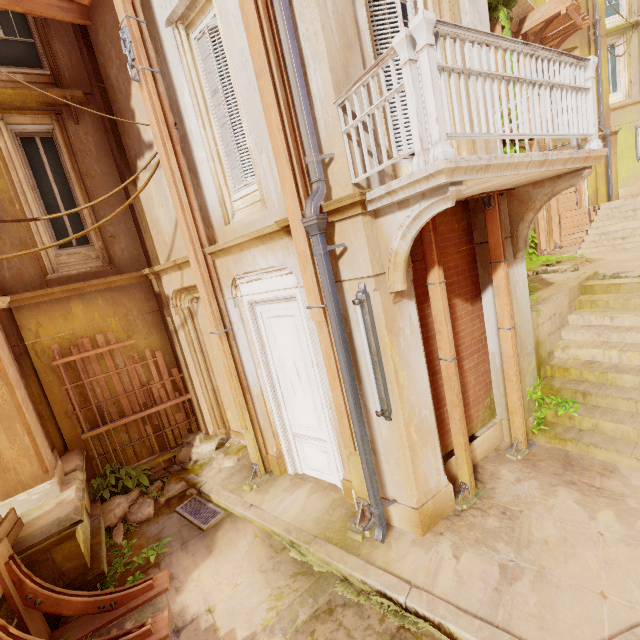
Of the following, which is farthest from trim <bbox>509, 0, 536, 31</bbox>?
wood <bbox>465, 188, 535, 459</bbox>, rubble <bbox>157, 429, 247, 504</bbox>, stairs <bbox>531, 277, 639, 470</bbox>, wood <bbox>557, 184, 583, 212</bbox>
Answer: rubble <bbox>157, 429, 247, 504</bbox>

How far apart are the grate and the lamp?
3.8 meters

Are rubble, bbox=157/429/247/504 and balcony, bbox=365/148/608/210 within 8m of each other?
yes

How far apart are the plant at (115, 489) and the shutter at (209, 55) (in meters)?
6.25

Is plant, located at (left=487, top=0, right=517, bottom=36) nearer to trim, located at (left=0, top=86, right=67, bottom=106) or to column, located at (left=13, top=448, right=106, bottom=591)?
column, located at (left=13, top=448, right=106, bottom=591)

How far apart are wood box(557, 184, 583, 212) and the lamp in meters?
16.0

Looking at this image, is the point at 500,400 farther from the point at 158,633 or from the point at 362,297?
the point at 158,633

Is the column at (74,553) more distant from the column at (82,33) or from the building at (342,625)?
the column at (82,33)
